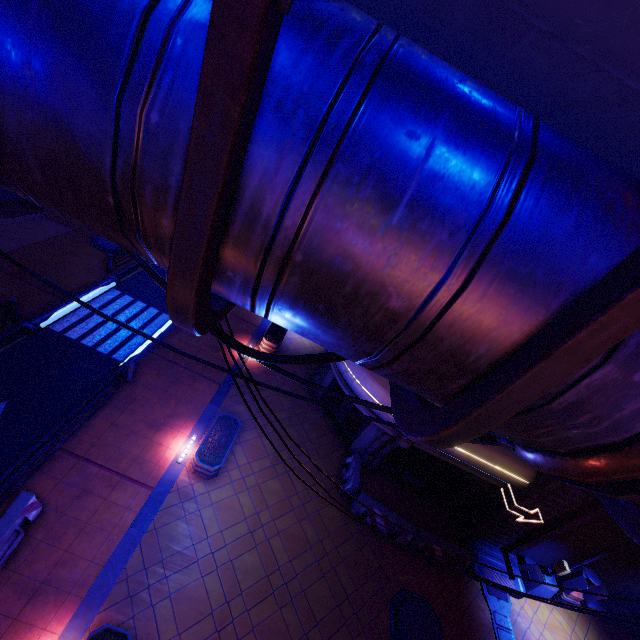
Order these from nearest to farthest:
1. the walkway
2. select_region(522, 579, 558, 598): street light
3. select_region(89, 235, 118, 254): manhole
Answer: the walkway → select_region(522, 579, 558, 598): street light → select_region(89, 235, 118, 254): manhole

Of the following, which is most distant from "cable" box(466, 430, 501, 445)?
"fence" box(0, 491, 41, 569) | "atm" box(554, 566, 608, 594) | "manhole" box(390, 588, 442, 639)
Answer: "atm" box(554, 566, 608, 594)

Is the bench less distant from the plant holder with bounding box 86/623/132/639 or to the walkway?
the walkway

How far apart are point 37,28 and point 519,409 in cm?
239

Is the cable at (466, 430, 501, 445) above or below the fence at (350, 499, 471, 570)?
above

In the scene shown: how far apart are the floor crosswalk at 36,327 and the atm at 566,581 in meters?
23.9

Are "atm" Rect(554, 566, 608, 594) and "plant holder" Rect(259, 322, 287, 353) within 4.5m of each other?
no

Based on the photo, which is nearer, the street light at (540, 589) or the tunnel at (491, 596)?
the tunnel at (491, 596)
